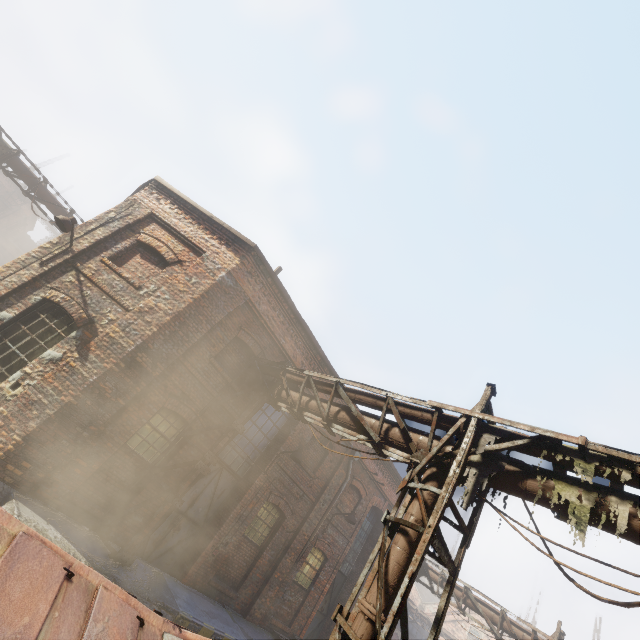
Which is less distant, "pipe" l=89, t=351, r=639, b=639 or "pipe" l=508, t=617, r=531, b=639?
"pipe" l=89, t=351, r=639, b=639

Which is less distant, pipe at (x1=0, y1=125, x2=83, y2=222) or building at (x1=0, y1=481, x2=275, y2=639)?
building at (x1=0, y1=481, x2=275, y2=639)

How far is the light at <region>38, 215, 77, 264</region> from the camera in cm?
783

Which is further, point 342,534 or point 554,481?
point 342,534

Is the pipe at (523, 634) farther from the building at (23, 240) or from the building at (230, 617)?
the building at (23, 240)

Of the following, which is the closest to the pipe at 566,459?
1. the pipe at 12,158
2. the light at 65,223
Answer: the light at 65,223

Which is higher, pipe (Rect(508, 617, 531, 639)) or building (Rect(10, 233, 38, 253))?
building (Rect(10, 233, 38, 253))
